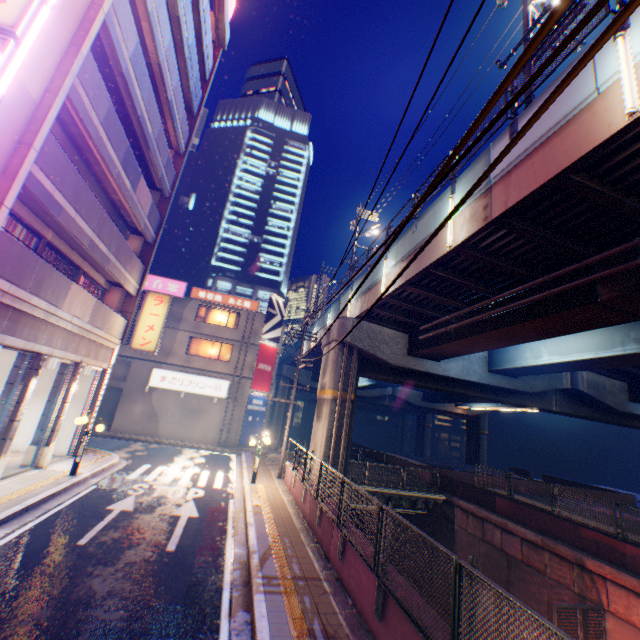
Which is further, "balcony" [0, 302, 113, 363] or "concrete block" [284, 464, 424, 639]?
"balcony" [0, 302, 113, 363]

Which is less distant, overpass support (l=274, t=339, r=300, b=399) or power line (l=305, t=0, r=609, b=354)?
power line (l=305, t=0, r=609, b=354)

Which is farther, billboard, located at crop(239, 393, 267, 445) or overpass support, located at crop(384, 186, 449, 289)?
billboard, located at crop(239, 393, 267, 445)

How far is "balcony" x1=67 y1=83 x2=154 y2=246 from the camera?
9.69m

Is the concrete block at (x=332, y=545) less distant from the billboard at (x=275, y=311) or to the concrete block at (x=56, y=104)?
the concrete block at (x=56, y=104)

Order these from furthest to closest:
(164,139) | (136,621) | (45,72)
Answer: (164,139)
(45,72)
(136,621)

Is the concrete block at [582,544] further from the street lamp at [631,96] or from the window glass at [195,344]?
the window glass at [195,344]

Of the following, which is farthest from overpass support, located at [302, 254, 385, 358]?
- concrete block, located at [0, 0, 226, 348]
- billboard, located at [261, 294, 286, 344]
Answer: concrete block, located at [0, 0, 226, 348]
